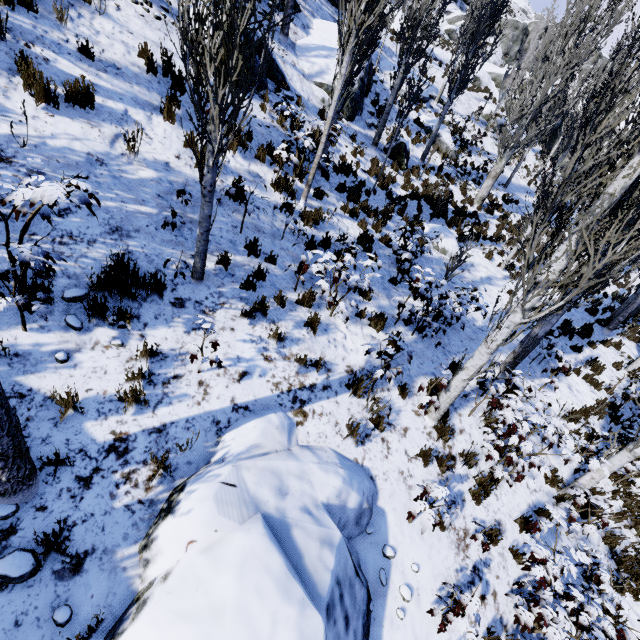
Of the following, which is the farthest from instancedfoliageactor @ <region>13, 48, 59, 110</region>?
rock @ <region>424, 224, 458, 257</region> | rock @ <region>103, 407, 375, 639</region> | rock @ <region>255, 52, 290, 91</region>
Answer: rock @ <region>424, 224, 458, 257</region>

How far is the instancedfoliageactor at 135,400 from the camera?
3.6m

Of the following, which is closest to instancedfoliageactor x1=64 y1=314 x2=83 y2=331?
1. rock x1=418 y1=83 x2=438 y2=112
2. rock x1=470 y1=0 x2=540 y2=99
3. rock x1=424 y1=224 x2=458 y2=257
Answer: rock x1=418 y1=83 x2=438 y2=112

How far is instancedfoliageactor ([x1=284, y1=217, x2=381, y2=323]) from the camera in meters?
5.1

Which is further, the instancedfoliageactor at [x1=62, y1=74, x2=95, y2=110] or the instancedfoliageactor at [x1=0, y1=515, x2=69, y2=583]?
the instancedfoliageactor at [x1=62, y1=74, x2=95, y2=110]

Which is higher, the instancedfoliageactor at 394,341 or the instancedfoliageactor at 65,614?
the instancedfoliageactor at 394,341

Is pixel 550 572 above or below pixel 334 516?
below

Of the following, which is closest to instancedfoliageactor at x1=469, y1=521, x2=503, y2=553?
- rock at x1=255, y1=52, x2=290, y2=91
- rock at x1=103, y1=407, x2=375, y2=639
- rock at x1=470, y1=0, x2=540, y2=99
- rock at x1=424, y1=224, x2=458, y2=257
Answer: rock at x1=103, y1=407, x2=375, y2=639
